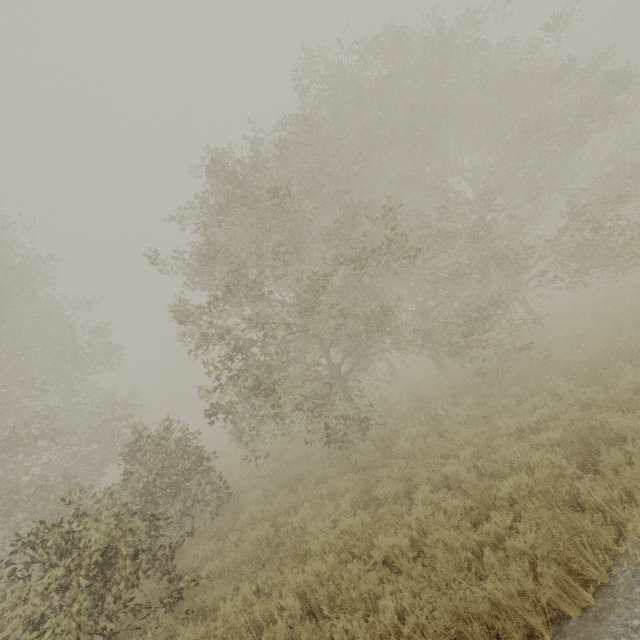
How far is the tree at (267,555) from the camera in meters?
6.6

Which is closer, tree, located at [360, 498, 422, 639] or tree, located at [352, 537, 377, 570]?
tree, located at [360, 498, 422, 639]

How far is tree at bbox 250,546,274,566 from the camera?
6.6 meters

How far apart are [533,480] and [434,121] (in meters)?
13.19

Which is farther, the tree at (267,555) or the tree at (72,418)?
the tree at (267,555)

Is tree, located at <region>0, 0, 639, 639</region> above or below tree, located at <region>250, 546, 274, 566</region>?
below

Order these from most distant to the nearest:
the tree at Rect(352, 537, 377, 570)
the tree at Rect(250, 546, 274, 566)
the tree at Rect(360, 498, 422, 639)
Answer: the tree at Rect(250, 546, 274, 566)
the tree at Rect(352, 537, 377, 570)
the tree at Rect(360, 498, 422, 639)
